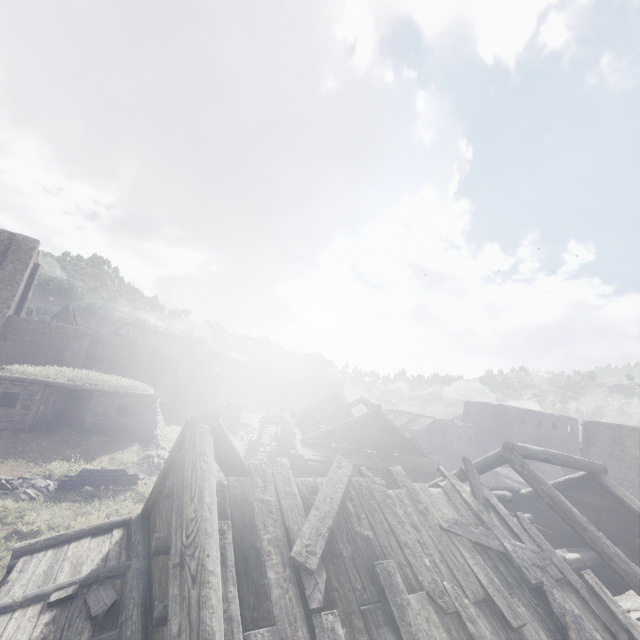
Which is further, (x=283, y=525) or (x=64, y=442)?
(x=64, y=442)

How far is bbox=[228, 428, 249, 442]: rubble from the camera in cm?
3216

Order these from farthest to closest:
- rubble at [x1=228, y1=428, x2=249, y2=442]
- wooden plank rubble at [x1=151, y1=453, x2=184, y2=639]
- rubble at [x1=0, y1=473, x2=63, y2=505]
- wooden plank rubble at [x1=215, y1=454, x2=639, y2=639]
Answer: rubble at [x1=228, y1=428, x2=249, y2=442]
rubble at [x1=0, y1=473, x2=63, y2=505]
wooden plank rubble at [x1=215, y1=454, x2=639, y2=639]
wooden plank rubble at [x1=151, y1=453, x2=184, y2=639]

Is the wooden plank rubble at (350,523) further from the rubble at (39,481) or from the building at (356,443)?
the rubble at (39,481)

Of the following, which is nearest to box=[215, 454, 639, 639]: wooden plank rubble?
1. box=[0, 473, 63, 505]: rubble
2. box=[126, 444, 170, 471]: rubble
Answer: box=[0, 473, 63, 505]: rubble

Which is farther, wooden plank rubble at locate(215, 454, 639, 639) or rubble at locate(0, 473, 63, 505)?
rubble at locate(0, 473, 63, 505)

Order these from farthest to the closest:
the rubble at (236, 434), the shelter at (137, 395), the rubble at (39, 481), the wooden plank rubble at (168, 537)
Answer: the rubble at (236, 434) < the shelter at (137, 395) < the rubble at (39, 481) < the wooden plank rubble at (168, 537)

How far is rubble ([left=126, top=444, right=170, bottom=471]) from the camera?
17.6m
